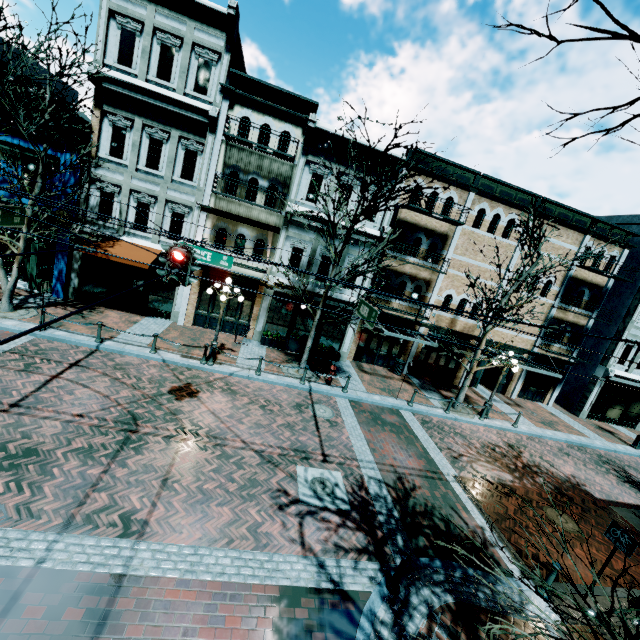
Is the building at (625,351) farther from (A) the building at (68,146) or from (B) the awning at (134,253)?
(B) the awning at (134,253)

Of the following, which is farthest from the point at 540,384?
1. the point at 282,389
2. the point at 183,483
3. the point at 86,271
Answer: the point at 86,271

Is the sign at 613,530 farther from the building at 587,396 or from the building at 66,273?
the building at 587,396

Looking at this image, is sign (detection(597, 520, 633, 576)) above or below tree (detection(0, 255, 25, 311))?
above

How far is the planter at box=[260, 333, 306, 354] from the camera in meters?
17.2

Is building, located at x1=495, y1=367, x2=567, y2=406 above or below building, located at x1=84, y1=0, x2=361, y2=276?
below

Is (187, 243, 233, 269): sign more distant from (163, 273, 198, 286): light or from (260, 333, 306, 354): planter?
(260, 333, 306, 354): planter

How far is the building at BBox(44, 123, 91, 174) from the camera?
13.8m
